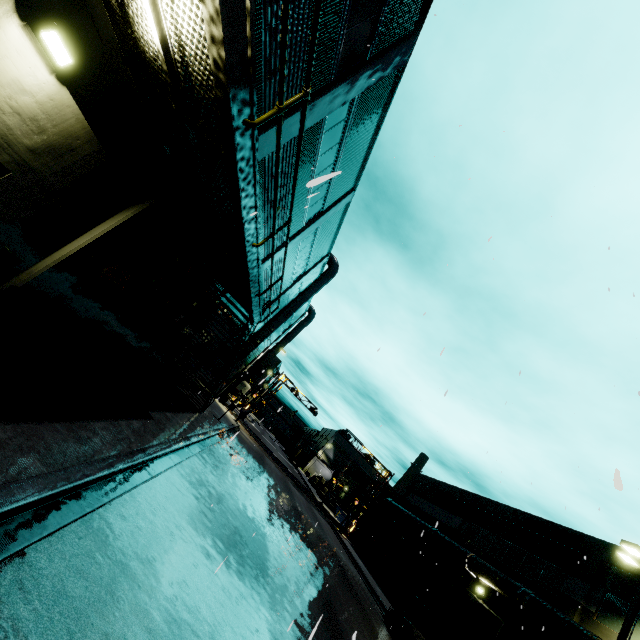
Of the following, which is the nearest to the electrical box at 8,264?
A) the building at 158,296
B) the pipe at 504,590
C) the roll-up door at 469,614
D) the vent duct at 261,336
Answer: the building at 158,296

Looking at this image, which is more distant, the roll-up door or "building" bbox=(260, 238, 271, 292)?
the roll-up door

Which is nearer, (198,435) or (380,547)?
(198,435)

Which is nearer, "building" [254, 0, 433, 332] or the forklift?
"building" [254, 0, 433, 332]

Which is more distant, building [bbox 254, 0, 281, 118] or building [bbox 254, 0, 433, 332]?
building [bbox 254, 0, 433, 332]

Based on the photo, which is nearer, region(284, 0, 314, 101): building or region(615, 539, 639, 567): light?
region(284, 0, 314, 101): building

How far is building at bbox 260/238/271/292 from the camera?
15.5 meters

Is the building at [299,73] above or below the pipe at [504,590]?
above
